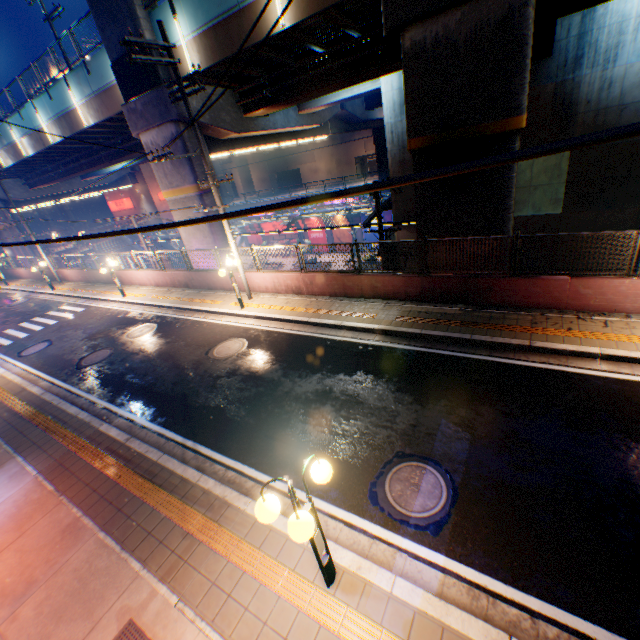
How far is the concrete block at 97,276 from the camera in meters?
22.7

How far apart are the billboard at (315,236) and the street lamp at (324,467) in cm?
3647

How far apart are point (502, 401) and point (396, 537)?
3.79m

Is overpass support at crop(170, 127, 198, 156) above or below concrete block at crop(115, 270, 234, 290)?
above

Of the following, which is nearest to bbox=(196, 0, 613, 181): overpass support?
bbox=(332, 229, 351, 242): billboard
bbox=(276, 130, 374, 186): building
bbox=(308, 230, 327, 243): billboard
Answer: bbox=(332, 229, 351, 242): billboard

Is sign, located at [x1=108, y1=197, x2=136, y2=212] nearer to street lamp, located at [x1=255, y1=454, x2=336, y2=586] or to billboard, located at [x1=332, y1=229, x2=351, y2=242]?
billboard, located at [x1=332, y1=229, x2=351, y2=242]

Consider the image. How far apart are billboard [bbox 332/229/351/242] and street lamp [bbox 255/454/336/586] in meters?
34.8 m

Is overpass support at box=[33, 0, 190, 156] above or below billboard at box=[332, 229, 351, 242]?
above
